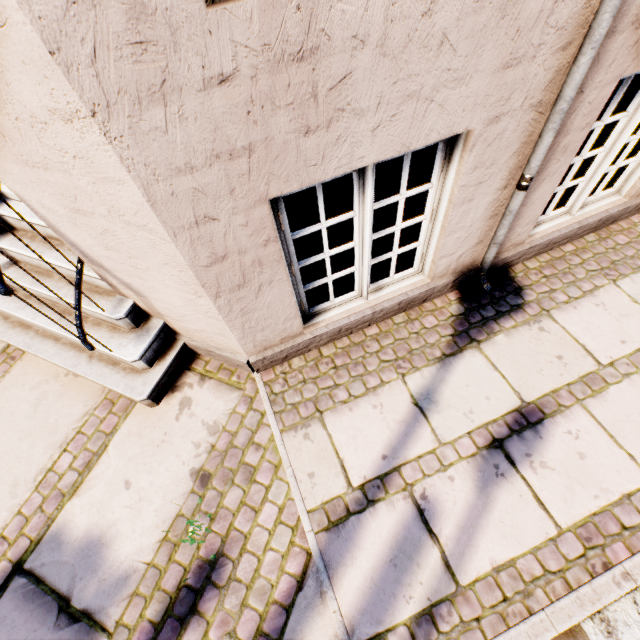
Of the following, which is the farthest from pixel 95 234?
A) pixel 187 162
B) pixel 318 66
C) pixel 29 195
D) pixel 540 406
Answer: pixel 540 406
